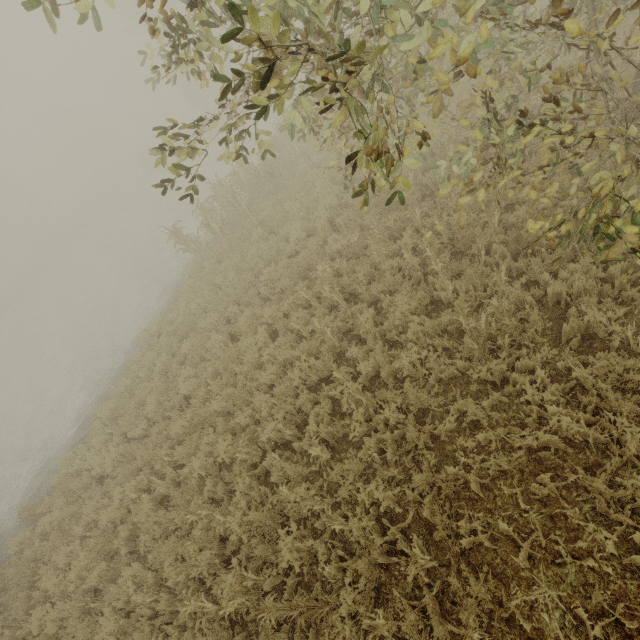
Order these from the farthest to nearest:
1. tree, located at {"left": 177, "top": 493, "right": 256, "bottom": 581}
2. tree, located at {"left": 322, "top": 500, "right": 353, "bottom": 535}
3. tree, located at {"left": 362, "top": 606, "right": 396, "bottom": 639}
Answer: tree, located at {"left": 177, "top": 493, "right": 256, "bottom": 581} < tree, located at {"left": 322, "top": 500, "right": 353, "bottom": 535} < tree, located at {"left": 362, "top": 606, "right": 396, "bottom": 639}

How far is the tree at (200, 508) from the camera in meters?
5.3 m

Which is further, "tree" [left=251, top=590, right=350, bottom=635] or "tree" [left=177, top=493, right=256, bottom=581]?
"tree" [left=177, top=493, right=256, bottom=581]

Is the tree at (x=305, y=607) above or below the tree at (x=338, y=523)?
below

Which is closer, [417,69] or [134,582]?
[417,69]
